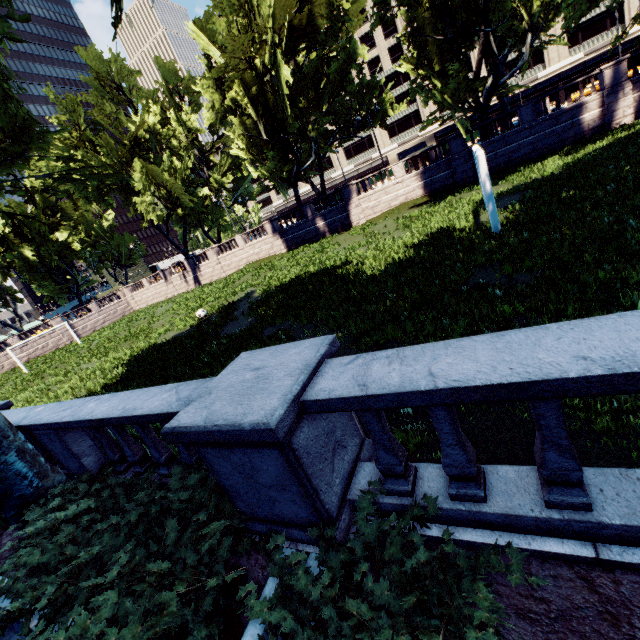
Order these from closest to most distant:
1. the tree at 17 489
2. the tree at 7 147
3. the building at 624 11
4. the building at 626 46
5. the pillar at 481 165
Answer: the tree at 17 489 < the tree at 7 147 < the pillar at 481 165 < the building at 624 11 < the building at 626 46

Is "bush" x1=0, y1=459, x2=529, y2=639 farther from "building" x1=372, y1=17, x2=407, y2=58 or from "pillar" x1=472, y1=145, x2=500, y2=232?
"building" x1=372, y1=17, x2=407, y2=58

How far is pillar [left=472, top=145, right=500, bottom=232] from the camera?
10.6m

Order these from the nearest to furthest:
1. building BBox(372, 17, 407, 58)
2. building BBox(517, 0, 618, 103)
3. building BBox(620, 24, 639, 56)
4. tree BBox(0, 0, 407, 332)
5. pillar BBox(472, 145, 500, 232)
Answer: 1. tree BBox(0, 0, 407, 332)
2. pillar BBox(472, 145, 500, 232)
3. building BBox(620, 24, 639, 56)
4. building BBox(517, 0, 618, 103)
5. building BBox(372, 17, 407, 58)

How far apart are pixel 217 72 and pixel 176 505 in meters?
30.5

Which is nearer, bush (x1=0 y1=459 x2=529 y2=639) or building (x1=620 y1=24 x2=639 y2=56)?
bush (x1=0 y1=459 x2=529 y2=639)

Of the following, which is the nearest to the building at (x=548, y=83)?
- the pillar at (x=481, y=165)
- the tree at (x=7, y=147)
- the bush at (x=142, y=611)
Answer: the tree at (x=7, y=147)
